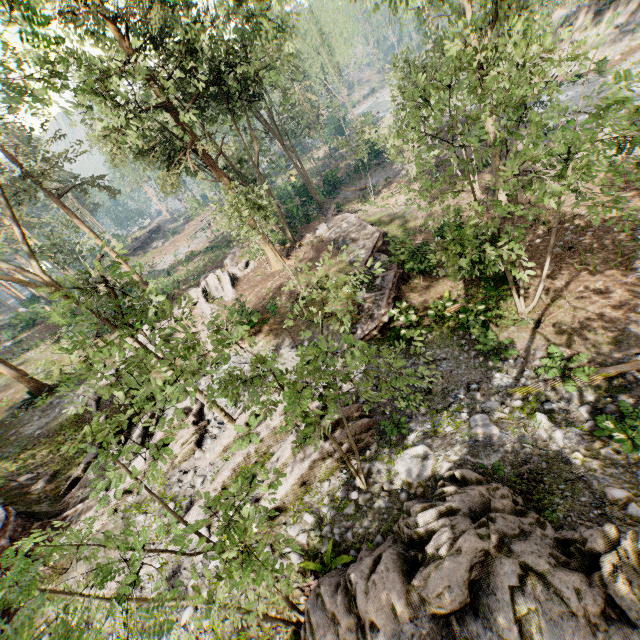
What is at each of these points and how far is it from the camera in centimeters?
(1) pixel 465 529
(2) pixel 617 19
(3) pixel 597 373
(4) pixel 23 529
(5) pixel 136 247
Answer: (1) rock, 593cm
(2) rock, 2730cm
(3) foliage, 963cm
(4) ground embankment, 1171cm
(5) ground embankment, 5288cm

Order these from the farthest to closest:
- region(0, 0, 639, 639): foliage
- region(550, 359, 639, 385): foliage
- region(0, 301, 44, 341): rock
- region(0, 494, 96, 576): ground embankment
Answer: region(0, 301, 44, 341): rock → region(0, 494, 96, 576): ground embankment → region(550, 359, 639, 385): foliage → region(0, 0, 639, 639): foliage

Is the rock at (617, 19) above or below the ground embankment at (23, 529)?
below

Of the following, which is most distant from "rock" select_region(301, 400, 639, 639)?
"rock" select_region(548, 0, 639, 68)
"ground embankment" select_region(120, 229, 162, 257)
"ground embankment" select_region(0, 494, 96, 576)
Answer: "ground embankment" select_region(120, 229, 162, 257)

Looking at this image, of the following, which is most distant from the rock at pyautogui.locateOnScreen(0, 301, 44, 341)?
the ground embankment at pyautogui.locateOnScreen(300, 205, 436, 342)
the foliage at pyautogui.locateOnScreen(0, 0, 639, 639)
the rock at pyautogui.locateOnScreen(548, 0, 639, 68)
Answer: the rock at pyautogui.locateOnScreen(548, 0, 639, 68)

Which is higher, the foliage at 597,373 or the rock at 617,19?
the rock at 617,19

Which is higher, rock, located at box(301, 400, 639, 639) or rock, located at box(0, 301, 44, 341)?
rock, located at box(0, 301, 44, 341)

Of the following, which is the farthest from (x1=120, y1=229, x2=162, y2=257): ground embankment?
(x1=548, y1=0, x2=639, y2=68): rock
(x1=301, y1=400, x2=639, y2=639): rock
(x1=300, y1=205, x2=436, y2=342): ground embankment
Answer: (x1=301, y1=400, x2=639, y2=639): rock
